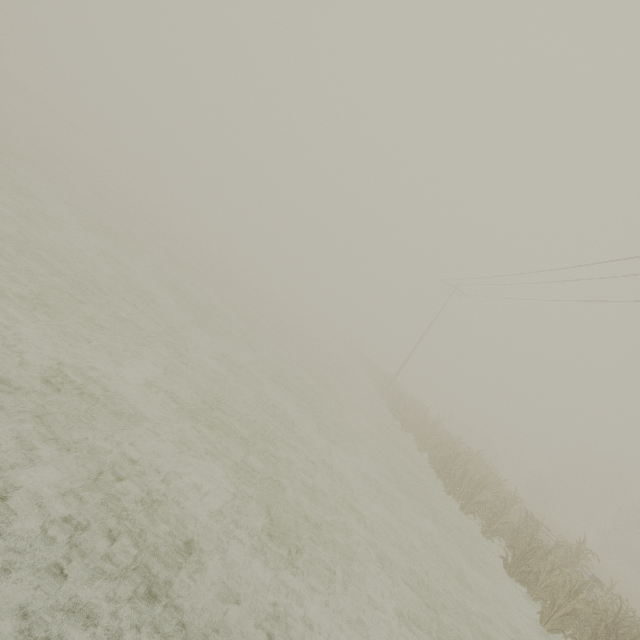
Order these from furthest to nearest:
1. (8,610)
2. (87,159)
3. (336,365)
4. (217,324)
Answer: (87,159) → (336,365) → (217,324) → (8,610)
